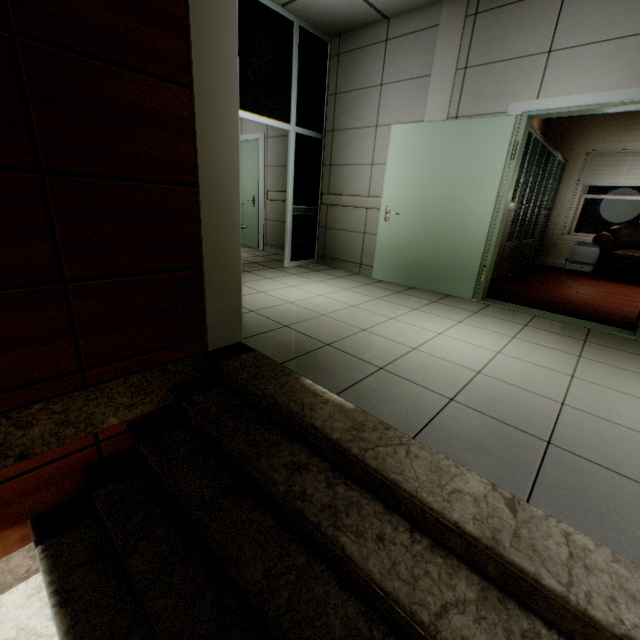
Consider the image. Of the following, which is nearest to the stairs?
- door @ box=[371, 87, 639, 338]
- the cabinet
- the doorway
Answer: the doorway

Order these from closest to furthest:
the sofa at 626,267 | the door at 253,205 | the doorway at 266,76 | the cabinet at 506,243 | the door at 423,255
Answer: the door at 423,255
the doorway at 266,76
the cabinet at 506,243
the sofa at 626,267
the door at 253,205

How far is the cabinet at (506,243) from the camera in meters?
4.7 m

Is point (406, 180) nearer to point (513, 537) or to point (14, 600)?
point (513, 537)

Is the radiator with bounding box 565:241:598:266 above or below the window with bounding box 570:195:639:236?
below

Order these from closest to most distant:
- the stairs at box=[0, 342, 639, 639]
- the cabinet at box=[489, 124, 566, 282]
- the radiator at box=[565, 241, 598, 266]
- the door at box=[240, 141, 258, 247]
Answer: the stairs at box=[0, 342, 639, 639]
the cabinet at box=[489, 124, 566, 282]
the door at box=[240, 141, 258, 247]
the radiator at box=[565, 241, 598, 266]

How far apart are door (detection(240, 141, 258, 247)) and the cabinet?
4.27m

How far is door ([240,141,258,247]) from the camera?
6.36m
